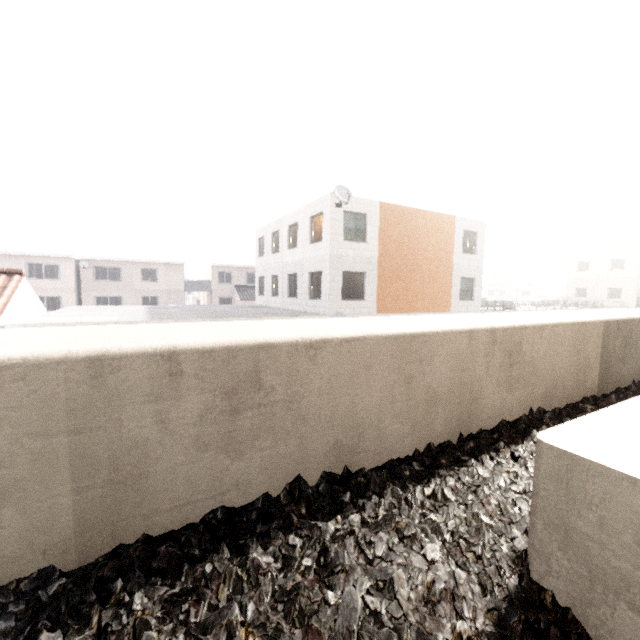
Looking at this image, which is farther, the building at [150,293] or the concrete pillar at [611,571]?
the building at [150,293]

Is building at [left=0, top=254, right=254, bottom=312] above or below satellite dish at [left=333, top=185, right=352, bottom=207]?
below

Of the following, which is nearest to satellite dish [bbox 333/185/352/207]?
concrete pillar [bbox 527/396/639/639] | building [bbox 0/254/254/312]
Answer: concrete pillar [bbox 527/396/639/639]

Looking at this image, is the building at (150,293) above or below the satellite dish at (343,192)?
below

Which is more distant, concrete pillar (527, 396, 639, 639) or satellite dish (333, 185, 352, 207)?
satellite dish (333, 185, 352, 207)

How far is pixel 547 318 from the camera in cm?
351

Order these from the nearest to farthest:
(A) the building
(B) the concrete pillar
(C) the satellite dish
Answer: (B) the concrete pillar
(C) the satellite dish
(A) the building
